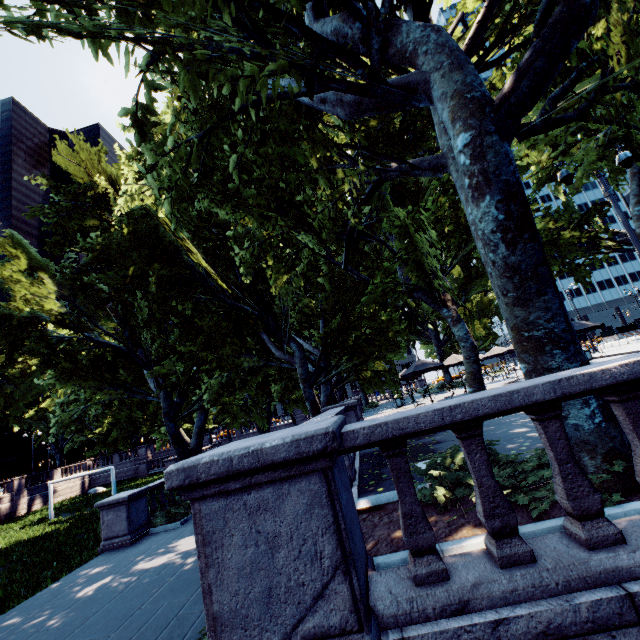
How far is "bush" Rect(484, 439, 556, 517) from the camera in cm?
373

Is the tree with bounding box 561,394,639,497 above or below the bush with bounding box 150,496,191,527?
above

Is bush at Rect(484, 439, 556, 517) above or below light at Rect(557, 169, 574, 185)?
below

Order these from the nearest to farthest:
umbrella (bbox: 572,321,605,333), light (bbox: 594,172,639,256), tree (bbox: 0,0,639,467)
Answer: tree (bbox: 0,0,639,467) → light (bbox: 594,172,639,256) → umbrella (bbox: 572,321,605,333)

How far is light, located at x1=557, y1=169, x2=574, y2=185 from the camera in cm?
1035

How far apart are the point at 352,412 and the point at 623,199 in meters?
70.6

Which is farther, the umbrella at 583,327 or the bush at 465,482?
the umbrella at 583,327

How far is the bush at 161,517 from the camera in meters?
13.6
